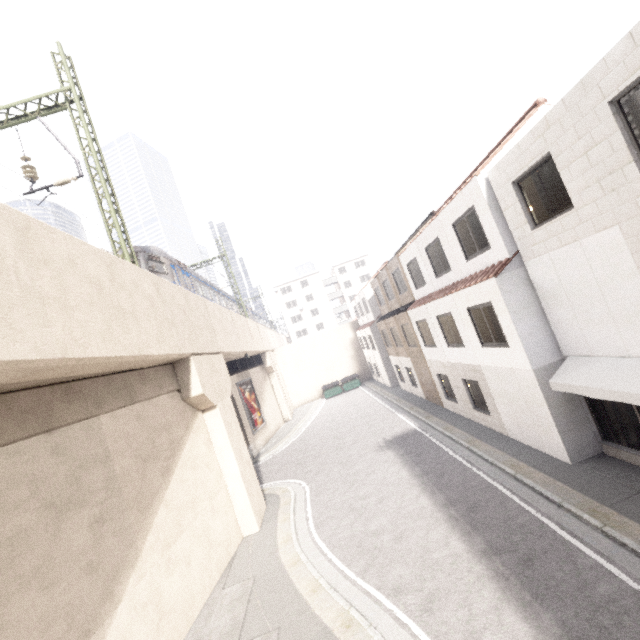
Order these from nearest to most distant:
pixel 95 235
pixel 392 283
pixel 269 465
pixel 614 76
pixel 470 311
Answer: pixel 614 76 < pixel 470 311 < pixel 95 235 < pixel 269 465 < pixel 392 283

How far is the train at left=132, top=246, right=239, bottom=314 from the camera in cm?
1471

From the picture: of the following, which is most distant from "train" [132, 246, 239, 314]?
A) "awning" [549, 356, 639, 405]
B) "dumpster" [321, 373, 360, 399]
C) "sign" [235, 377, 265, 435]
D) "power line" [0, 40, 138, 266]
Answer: "awning" [549, 356, 639, 405]

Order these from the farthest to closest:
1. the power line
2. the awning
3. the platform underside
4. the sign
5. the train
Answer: the platform underside → the sign → the train → the power line → the awning

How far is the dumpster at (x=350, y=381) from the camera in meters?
35.5 m

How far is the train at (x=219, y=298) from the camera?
14.71m

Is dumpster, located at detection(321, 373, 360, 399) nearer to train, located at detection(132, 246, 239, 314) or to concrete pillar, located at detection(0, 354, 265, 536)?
train, located at detection(132, 246, 239, 314)

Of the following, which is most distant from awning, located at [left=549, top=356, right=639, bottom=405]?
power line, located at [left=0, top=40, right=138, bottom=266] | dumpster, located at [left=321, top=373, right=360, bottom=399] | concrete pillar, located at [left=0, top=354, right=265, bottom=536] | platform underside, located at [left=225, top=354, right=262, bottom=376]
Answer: dumpster, located at [left=321, top=373, right=360, bottom=399]
